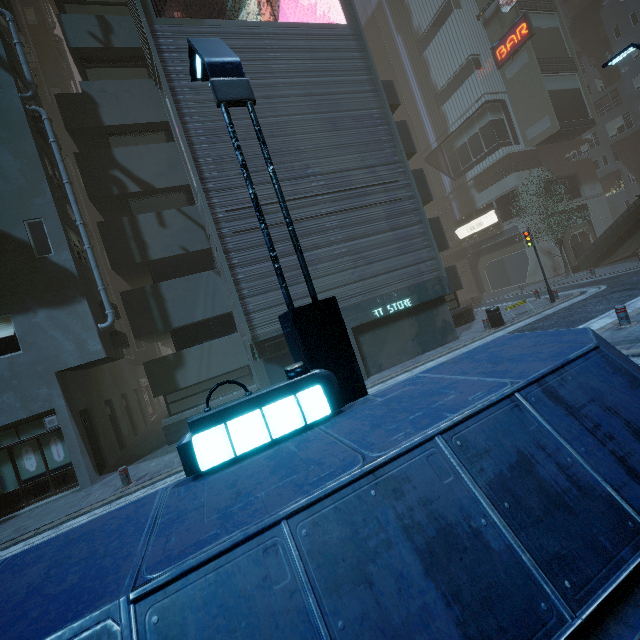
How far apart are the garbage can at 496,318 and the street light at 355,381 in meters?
12.7 m

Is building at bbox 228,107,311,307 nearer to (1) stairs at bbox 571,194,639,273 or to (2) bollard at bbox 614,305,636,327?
(2) bollard at bbox 614,305,636,327

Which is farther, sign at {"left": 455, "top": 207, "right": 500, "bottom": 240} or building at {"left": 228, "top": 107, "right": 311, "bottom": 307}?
sign at {"left": 455, "top": 207, "right": 500, "bottom": 240}

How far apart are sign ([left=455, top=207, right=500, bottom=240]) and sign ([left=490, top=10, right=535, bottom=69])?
12.8 meters

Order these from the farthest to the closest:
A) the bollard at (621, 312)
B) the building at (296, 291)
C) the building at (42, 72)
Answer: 1. the building at (296, 291)
2. the bollard at (621, 312)
3. the building at (42, 72)

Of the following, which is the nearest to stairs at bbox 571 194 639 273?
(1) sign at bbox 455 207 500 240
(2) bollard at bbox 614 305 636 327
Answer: (1) sign at bbox 455 207 500 240

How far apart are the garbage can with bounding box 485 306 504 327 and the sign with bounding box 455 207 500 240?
20.59m

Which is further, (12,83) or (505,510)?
(12,83)
